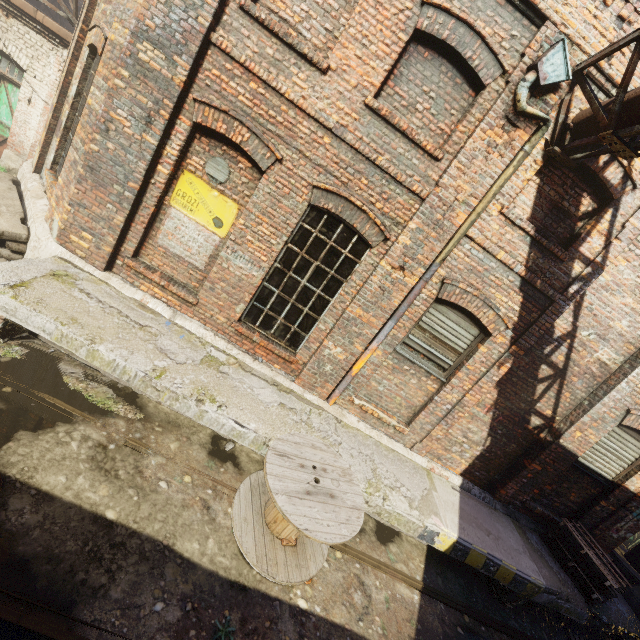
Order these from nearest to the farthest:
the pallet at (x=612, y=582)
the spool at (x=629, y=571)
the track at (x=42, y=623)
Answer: the track at (x=42, y=623)
the pallet at (x=612, y=582)
the spool at (x=629, y=571)

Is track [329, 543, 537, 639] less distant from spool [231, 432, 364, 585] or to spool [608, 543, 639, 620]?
spool [231, 432, 364, 585]

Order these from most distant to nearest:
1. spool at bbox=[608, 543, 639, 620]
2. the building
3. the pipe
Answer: spool at bbox=[608, 543, 639, 620]
the building
the pipe

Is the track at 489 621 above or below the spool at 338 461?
below

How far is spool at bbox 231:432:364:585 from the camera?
3.79m

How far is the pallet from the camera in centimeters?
593cm

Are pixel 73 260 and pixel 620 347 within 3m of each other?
no

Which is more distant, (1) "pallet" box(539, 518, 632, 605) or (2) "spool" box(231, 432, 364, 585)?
(1) "pallet" box(539, 518, 632, 605)
